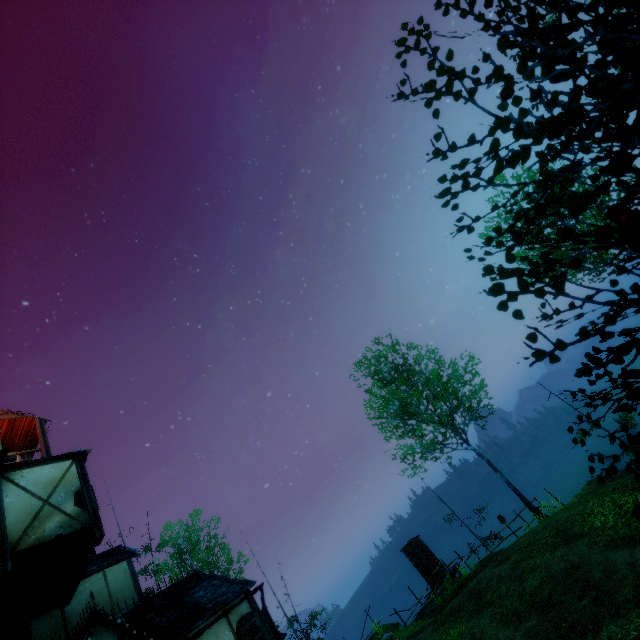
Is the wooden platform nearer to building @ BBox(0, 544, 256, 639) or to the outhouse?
building @ BBox(0, 544, 256, 639)

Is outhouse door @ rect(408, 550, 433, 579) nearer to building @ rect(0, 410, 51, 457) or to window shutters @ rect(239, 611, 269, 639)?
building @ rect(0, 410, 51, 457)

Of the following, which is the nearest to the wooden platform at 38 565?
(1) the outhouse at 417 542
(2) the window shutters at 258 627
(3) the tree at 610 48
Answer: (2) the window shutters at 258 627

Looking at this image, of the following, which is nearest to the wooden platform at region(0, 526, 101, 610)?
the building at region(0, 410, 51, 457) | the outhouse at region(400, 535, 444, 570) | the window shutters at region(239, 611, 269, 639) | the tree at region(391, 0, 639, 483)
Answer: the building at region(0, 410, 51, 457)

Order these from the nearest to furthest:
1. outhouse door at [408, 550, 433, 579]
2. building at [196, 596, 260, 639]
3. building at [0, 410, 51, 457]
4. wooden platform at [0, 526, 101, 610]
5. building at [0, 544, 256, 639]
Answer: wooden platform at [0, 526, 101, 610] → building at [0, 544, 256, 639] → building at [196, 596, 260, 639] → building at [0, 410, 51, 457] → outhouse door at [408, 550, 433, 579]

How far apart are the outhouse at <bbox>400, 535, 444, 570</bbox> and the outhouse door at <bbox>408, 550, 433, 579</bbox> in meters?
0.0

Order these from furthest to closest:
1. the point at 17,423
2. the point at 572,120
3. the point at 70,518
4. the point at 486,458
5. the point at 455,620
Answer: the point at 486,458
the point at 17,423
the point at 455,620
the point at 70,518
the point at 572,120

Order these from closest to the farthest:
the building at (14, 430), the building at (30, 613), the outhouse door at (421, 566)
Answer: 1. the building at (30, 613)
2. the building at (14, 430)
3. the outhouse door at (421, 566)
